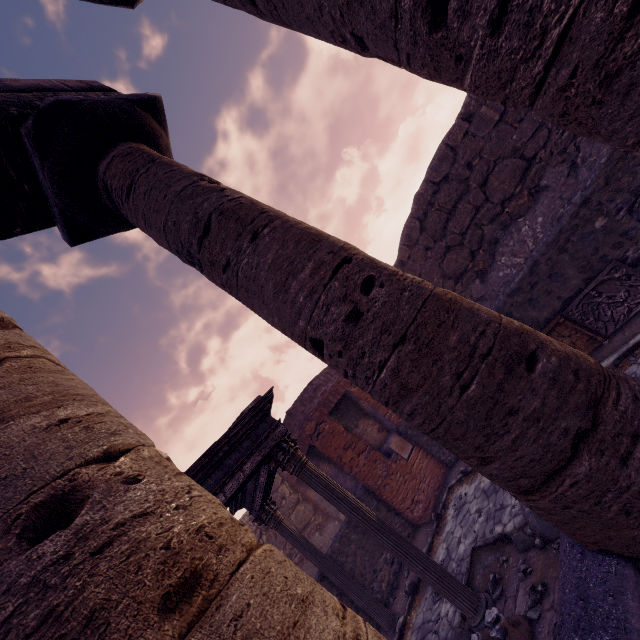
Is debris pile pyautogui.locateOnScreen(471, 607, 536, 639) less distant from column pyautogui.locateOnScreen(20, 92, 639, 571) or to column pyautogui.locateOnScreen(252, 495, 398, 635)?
column pyautogui.locateOnScreen(20, 92, 639, 571)

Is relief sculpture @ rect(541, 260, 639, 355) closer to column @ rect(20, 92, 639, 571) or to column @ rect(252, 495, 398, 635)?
column @ rect(20, 92, 639, 571)

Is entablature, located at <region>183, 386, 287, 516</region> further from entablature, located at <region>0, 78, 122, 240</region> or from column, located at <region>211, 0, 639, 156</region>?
column, located at <region>211, 0, 639, 156</region>

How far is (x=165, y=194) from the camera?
2.8 meters

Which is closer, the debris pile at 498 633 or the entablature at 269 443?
the debris pile at 498 633

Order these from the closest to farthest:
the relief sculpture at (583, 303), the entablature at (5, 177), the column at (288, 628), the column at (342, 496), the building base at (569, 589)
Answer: the column at (288, 628)
the building base at (569, 589)
the entablature at (5, 177)
the column at (342, 496)
the relief sculpture at (583, 303)

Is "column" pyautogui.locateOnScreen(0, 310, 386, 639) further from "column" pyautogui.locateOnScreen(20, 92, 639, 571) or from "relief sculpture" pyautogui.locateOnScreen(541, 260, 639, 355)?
"relief sculpture" pyautogui.locateOnScreen(541, 260, 639, 355)

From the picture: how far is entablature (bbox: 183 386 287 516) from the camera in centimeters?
487cm
